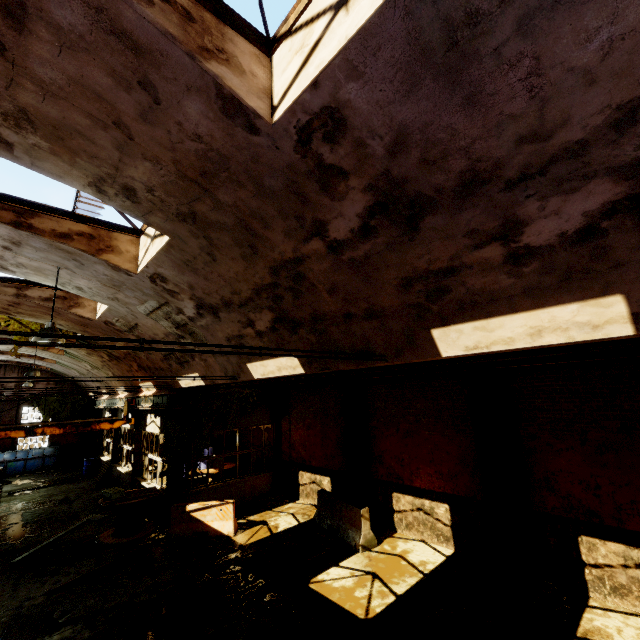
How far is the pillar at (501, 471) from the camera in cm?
777

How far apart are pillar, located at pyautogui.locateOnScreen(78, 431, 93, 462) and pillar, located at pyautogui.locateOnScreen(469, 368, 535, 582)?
29.6 meters

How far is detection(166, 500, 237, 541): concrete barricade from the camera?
10.6m

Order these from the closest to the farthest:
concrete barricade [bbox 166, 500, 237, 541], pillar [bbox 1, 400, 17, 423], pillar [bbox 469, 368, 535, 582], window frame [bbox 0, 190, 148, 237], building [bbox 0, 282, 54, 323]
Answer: window frame [bbox 0, 190, 148, 237]
pillar [bbox 469, 368, 535, 582]
building [bbox 0, 282, 54, 323]
concrete barricade [bbox 166, 500, 237, 541]
pillar [bbox 1, 400, 17, 423]

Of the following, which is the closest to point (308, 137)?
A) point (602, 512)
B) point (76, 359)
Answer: point (602, 512)

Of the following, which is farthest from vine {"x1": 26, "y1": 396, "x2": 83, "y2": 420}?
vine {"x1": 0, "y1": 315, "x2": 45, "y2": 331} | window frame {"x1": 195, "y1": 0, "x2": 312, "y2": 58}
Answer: window frame {"x1": 195, "y1": 0, "x2": 312, "y2": 58}

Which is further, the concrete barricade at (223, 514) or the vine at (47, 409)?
the vine at (47, 409)

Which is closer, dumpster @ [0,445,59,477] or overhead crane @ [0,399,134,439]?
overhead crane @ [0,399,134,439]
